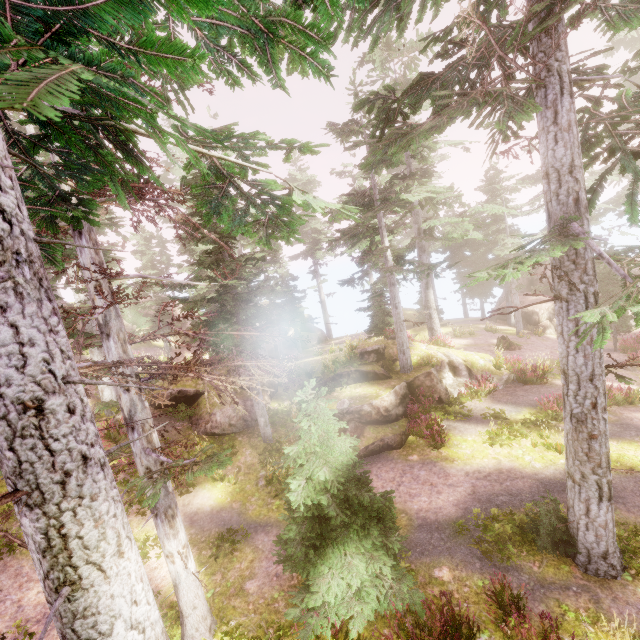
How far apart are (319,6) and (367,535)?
8.58m

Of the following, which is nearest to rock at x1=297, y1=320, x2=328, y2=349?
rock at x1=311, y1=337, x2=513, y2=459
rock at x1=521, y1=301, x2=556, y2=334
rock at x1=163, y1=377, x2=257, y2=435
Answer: rock at x1=163, y1=377, x2=257, y2=435

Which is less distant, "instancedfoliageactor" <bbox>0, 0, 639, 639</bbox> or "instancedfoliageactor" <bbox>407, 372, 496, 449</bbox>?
"instancedfoliageactor" <bbox>0, 0, 639, 639</bbox>

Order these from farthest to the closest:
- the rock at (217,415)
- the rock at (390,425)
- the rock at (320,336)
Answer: the rock at (320,336) → the rock at (217,415) → the rock at (390,425)

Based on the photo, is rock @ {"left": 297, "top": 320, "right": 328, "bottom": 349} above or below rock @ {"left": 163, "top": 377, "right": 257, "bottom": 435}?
below

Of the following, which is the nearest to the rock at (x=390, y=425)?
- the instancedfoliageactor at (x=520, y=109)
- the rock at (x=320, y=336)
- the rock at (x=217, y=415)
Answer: the instancedfoliageactor at (x=520, y=109)

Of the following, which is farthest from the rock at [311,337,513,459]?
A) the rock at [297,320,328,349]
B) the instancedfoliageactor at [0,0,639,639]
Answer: the rock at [297,320,328,349]

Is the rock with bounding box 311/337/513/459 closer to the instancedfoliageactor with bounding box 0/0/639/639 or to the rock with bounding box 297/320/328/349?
the instancedfoliageactor with bounding box 0/0/639/639
